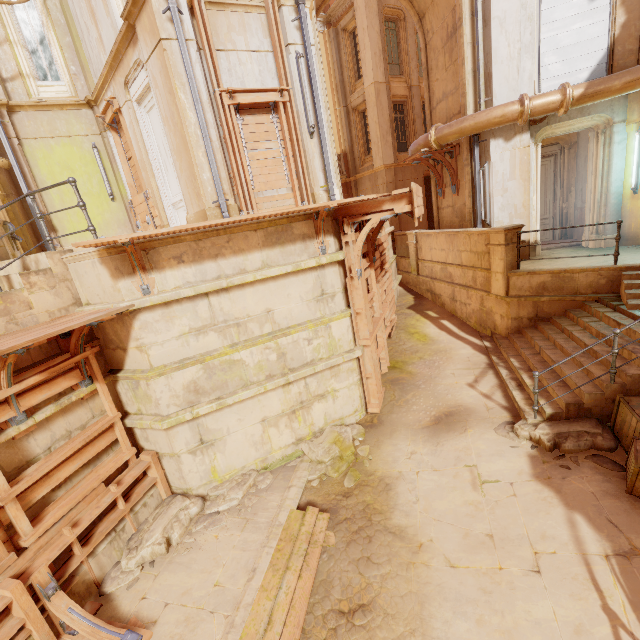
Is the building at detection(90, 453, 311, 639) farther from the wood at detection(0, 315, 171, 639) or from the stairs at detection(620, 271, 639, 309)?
the wood at detection(0, 315, 171, 639)

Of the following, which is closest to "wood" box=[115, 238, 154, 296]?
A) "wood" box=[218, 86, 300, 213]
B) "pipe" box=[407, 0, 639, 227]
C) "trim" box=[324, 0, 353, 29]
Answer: "wood" box=[218, 86, 300, 213]

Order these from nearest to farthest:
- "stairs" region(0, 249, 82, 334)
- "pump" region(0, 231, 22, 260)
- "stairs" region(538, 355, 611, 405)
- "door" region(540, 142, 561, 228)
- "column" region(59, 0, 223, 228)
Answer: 1. "stairs" region(0, 249, 82, 334)
2. "stairs" region(538, 355, 611, 405)
3. "column" region(59, 0, 223, 228)
4. "pump" region(0, 231, 22, 260)
5. "door" region(540, 142, 561, 228)

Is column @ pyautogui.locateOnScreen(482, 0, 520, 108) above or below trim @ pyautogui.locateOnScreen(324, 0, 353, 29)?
below

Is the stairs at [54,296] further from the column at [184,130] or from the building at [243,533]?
the building at [243,533]

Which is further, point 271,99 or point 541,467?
point 271,99

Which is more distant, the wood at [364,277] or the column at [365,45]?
the column at [365,45]

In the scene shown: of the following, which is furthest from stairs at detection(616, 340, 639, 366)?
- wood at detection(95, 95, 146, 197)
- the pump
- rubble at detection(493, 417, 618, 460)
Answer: the pump
